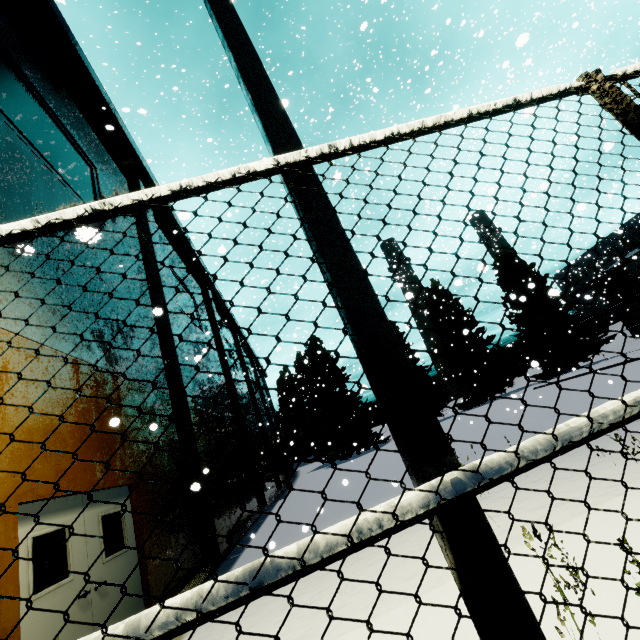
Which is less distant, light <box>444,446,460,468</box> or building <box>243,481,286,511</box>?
light <box>444,446,460,468</box>

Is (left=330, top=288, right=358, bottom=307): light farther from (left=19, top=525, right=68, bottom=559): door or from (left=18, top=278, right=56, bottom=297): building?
(left=19, top=525, right=68, bottom=559): door

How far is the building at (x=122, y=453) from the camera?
6.63m

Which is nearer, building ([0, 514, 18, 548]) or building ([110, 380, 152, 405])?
building ([0, 514, 18, 548])

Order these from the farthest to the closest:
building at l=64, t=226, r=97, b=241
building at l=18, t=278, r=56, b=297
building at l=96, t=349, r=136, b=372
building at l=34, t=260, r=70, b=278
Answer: building at l=96, t=349, r=136, b=372 → building at l=34, t=260, r=70, b=278 → building at l=18, t=278, r=56, b=297 → building at l=64, t=226, r=97, b=241

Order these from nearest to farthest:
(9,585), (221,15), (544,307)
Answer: (221,15)
(9,585)
(544,307)

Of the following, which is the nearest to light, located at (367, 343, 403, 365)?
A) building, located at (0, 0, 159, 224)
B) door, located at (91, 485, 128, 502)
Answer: building, located at (0, 0, 159, 224)

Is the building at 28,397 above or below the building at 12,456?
above
